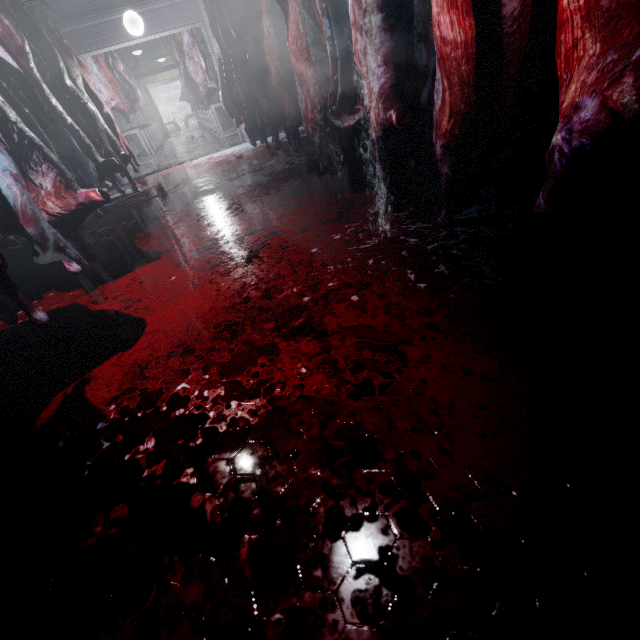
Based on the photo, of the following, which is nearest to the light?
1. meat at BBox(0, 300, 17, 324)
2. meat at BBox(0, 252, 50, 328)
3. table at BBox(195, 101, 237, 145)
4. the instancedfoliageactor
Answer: table at BBox(195, 101, 237, 145)

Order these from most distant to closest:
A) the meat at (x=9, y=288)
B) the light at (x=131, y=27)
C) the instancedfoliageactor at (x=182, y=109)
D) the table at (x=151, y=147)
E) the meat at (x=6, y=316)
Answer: the instancedfoliageactor at (x=182, y=109) < the table at (x=151, y=147) < the light at (x=131, y=27) < the meat at (x=6, y=316) < the meat at (x=9, y=288)

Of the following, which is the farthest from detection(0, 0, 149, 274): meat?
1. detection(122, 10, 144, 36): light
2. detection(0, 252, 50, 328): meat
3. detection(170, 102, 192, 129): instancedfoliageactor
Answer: detection(170, 102, 192, 129): instancedfoliageactor

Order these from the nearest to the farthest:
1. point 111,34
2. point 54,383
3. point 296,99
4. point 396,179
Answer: point 54,383
point 396,179
point 296,99
point 111,34

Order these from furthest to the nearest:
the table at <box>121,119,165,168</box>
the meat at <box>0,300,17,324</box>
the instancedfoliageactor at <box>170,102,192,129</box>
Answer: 1. the instancedfoliageactor at <box>170,102,192,129</box>
2. the table at <box>121,119,165,168</box>
3. the meat at <box>0,300,17,324</box>

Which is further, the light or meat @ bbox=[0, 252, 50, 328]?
the light

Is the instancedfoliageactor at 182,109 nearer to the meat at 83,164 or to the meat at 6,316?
the meat at 83,164

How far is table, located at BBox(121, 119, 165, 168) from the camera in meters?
6.8 m
